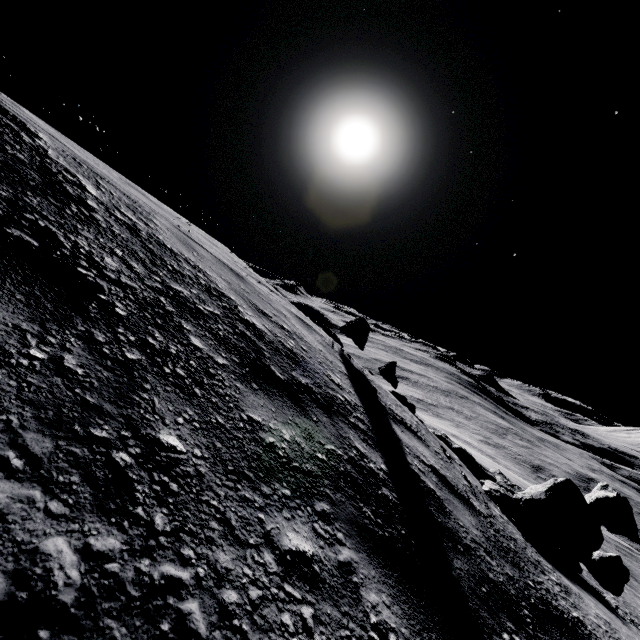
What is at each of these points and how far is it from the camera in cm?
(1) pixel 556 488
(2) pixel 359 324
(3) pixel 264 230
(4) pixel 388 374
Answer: (1) stone, 312
(2) stone, 610
(3) stone, 423
(4) stone, 879

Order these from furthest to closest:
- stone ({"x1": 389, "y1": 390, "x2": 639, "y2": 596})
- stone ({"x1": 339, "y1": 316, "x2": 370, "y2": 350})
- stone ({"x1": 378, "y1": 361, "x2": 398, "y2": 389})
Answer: stone ({"x1": 378, "y1": 361, "x2": 398, "y2": 389}) → stone ({"x1": 339, "y1": 316, "x2": 370, "y2": 350}) → stone ({"x1": 389, "y1": 390, "x2": 639, "y2": 596})

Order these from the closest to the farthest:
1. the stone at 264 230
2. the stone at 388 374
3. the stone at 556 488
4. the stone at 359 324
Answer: the stone at 556 488
the stone at 264 230
the stone at 359 324
the stone at 388 374

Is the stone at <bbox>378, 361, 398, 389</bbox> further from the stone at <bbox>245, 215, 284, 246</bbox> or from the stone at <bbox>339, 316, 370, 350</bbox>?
the stone at <bbox>245, 215, 284, 246</bbox>

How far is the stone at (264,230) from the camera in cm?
421

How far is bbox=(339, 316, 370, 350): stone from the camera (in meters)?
6.09

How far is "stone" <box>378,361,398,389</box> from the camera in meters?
8.7 m
